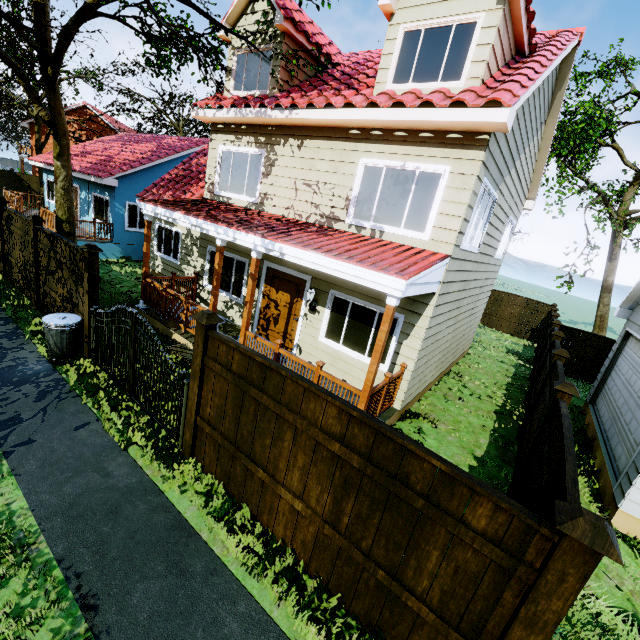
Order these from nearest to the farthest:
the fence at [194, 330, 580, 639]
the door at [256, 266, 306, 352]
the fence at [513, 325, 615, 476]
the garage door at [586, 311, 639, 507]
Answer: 1. the fence at [194, 330, 580, 639]
2. the garage door at [586, 311, 639, 507]
3. the fence at [513, 325, 615, 476]
4. the door at [256, 266, 306, 352]

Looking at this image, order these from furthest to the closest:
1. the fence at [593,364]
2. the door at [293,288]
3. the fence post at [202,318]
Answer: the door at [293,288] < the fence at [593,364] < the fence post at [202,318]

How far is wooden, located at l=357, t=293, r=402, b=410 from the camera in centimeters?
511cm

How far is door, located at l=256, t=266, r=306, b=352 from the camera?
8.6 meters

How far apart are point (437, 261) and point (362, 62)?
7.3m

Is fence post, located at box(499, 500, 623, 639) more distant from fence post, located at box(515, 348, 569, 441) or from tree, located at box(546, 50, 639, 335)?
tree, located at box(546, 50, 639, 335)

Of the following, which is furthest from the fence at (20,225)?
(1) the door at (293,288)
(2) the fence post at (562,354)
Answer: (2) the fence post at (562,354)

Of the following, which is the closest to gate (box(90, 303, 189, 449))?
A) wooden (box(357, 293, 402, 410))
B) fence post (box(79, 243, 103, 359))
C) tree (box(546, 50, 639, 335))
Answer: fence post (box(79, 243, 103, 359))
